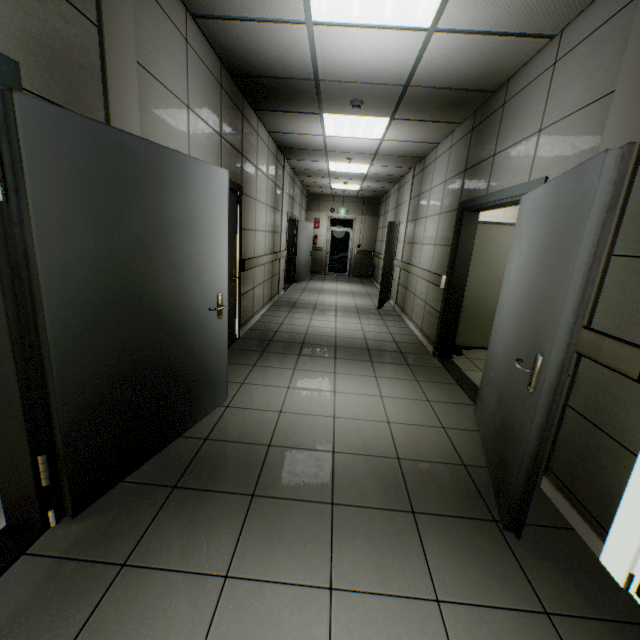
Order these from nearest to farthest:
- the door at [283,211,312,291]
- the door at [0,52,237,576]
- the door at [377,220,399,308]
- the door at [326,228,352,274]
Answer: the door at [0,52,237,576]
the door at [377,220,399,308]
the door at [283,211,312,291]
the door at [326,228,352,274]

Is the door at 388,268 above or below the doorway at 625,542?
above

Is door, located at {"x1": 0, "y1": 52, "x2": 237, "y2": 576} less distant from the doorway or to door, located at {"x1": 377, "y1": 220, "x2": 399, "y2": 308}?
the doorway

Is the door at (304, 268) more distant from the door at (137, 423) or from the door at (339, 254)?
the door at (137, 423)

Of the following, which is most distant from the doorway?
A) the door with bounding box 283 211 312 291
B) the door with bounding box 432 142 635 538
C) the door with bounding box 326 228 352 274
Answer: the door with bounding box 326 228 352 274

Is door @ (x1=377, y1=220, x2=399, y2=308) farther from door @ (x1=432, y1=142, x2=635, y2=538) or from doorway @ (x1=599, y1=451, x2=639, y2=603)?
doorway @ (x1=599, y1=451, x2=639, y2=603)

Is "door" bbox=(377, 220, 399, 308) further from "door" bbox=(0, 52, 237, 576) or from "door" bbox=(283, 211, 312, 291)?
"door" bbox=(0, 52, 237, 576)

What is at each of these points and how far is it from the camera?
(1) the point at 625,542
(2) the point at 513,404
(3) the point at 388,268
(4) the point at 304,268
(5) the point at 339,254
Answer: (1) doorway, 1.62m
(2) door, 2.03m
(3) door, 7.95m
(4) door, 11.32m
(5) door, 14.00m
